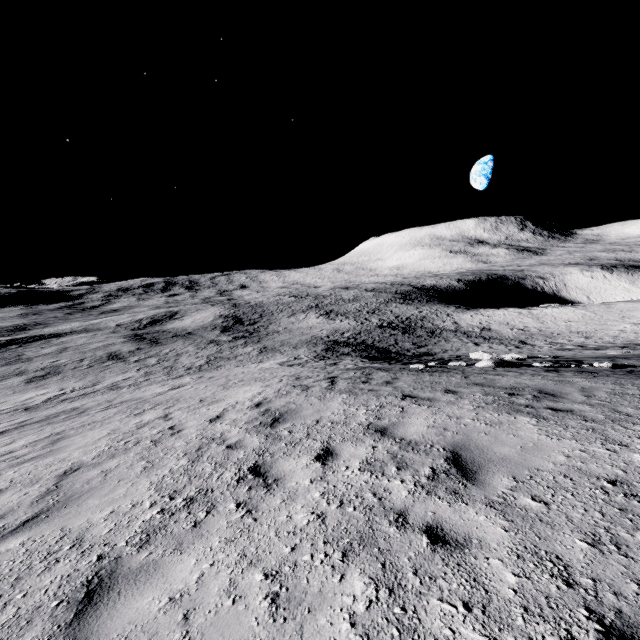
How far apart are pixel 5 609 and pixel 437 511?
4.05m
